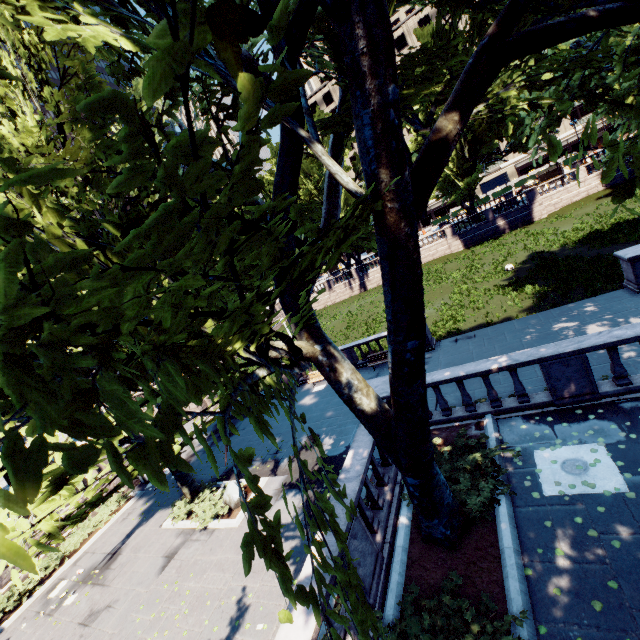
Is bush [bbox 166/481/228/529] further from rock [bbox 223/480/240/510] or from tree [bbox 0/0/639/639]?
tree [bbox 0/0/639/639]

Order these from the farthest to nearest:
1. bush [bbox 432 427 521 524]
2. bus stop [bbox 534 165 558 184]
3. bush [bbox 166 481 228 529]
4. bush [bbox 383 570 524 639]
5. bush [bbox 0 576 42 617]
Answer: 1. bus stop [bbox 534 165 558 184]
2. bush [bbox 0 576 42 617]
3. bush [bbox 166 481 228 529]
4. bush [bbox 432 427 521 524]
5. bush [bbox 383 570 524 639]

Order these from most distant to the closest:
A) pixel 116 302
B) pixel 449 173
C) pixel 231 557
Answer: pixel 449 173 < pixel 231 557 < pixel 116 302

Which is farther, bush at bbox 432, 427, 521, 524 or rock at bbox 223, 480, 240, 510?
rock at bbox 223, 480, 240, 510

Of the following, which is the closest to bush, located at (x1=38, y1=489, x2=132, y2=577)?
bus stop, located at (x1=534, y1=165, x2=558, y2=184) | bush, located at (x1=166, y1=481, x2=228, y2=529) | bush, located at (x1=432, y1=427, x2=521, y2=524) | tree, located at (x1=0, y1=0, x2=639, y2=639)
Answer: bush, located at (x1=166, y1=481, x2=228, y2=529)

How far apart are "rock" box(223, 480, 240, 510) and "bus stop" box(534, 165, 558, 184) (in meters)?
59.99

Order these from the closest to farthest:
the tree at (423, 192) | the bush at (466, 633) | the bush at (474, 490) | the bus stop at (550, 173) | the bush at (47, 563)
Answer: the tree at (423, 192), the bush at (466, 633), the bush at (474, 490), the bush at (47, 563), the bus stop at (550, 173)

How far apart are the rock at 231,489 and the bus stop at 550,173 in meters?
60.0 m
